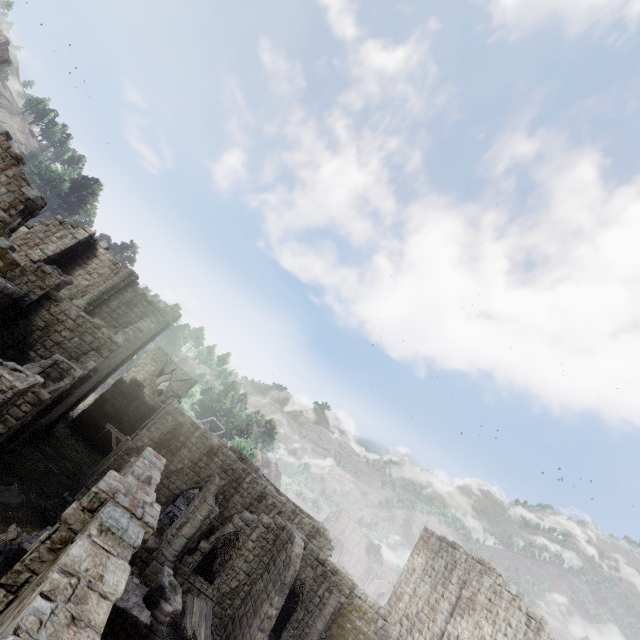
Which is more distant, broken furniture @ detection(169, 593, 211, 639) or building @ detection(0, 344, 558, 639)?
broken furniture @ detection(169, 593, 211, 639)

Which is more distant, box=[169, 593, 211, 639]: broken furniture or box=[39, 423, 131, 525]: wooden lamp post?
box=[39, 423, 131, 525]: wooden lamp post

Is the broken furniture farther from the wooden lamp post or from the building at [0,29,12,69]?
the building at [0,29,12,69]

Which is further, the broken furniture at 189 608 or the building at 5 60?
the building at 5 60

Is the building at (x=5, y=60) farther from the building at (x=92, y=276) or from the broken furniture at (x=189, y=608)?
the broken furniture at (x=189, y=608)

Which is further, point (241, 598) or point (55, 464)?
point (55, 464)

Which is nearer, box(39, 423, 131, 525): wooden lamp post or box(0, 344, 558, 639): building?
box(0, 344, 558, 639): building

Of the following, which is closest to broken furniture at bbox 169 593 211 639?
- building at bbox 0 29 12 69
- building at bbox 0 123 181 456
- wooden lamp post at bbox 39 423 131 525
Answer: building at bbox 0 123 181 456
